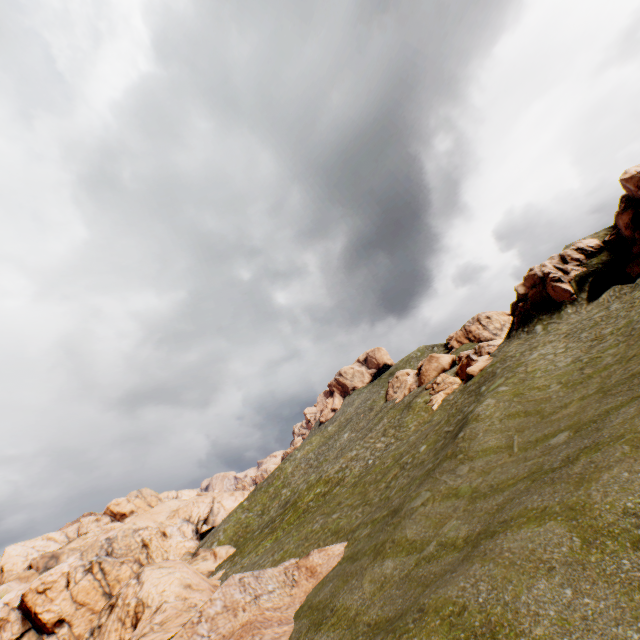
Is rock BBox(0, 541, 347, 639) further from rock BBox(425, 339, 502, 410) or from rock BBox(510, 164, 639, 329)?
rock BBox(425, 339, 502, 410)

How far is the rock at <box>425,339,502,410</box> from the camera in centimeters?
3412cm

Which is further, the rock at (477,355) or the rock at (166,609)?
the rock at (477,355)

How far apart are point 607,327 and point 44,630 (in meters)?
87.84

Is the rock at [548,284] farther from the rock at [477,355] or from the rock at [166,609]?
the rock at [166,609]

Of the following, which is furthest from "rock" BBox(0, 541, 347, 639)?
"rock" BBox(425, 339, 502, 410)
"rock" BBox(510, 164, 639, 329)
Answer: "rock" BBox(425, 339, 502, 410)
